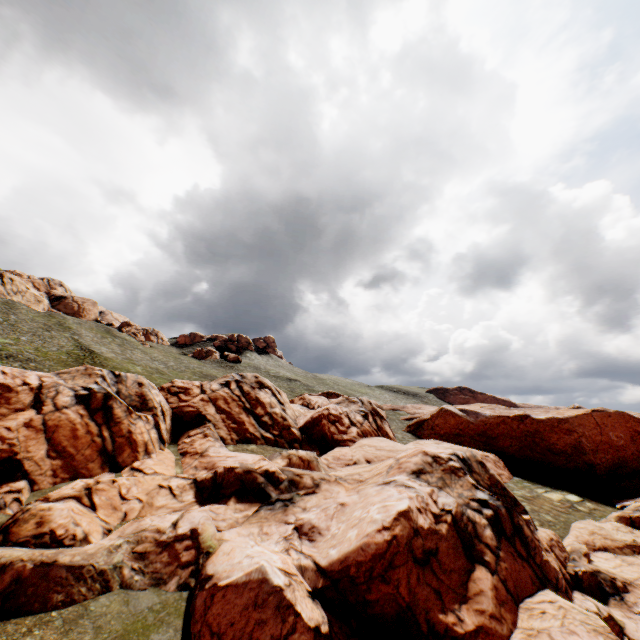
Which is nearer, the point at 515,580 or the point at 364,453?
the point at 515,580
